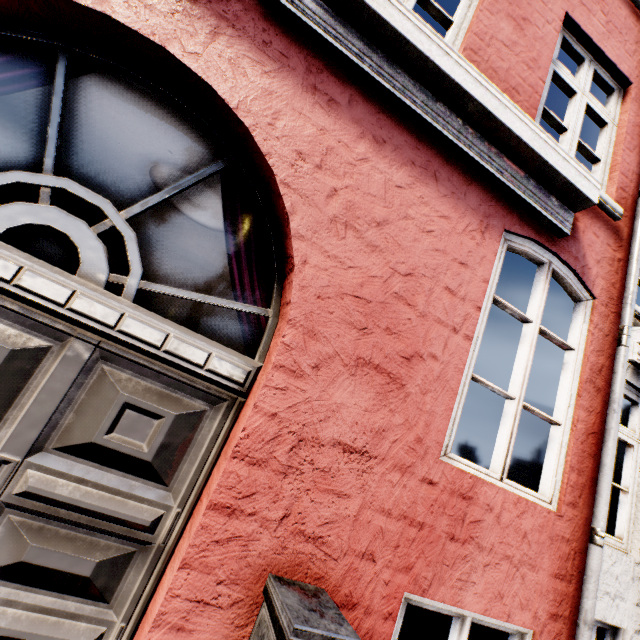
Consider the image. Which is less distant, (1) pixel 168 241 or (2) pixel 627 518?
(1) pixel 168 241
